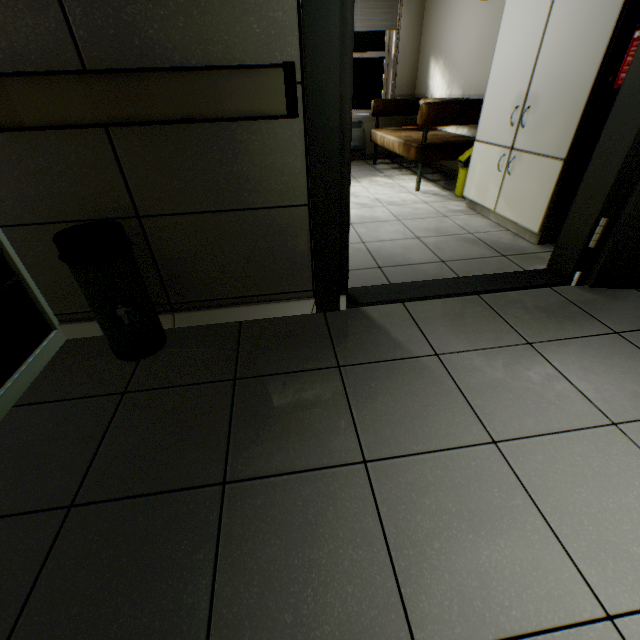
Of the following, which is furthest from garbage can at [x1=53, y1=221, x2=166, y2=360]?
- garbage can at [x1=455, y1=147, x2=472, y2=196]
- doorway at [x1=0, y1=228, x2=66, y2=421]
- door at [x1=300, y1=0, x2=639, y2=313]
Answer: garbage can at [x1=455, y1=147, x2=472, y2=196]

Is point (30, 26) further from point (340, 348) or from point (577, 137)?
point (577, 137)

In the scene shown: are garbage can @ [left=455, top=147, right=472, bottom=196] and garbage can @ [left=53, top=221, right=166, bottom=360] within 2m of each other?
no

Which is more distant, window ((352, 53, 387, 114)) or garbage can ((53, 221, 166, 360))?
window ((352, 53, 387, 114))

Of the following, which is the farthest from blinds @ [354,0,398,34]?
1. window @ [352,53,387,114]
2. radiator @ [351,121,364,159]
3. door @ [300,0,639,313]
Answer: door @ [300,0,639,313]

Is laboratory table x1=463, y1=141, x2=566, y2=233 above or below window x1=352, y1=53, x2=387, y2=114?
below

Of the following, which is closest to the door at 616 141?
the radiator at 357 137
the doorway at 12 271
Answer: the doorway at 12 271

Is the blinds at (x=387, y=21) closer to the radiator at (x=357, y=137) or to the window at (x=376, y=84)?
the window at (x=376, y=84)
